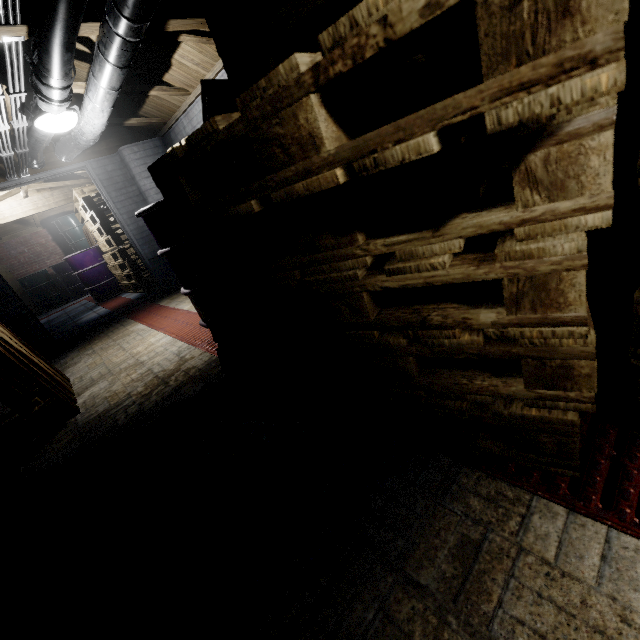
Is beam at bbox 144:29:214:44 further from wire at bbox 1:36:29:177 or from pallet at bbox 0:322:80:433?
pallet at bbox 0:322:80:433

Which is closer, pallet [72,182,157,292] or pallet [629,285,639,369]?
pallet [629,285,639,369]

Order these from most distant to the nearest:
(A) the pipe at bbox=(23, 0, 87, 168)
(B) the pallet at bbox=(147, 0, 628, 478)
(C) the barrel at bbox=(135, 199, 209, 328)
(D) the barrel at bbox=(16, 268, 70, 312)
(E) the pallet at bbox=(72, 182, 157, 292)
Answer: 1. (D) the barrel at bbox=(16, 268, 70, 312)
2. (E) the pallet at bbox=(72, 182, 157, 292)
3. (C) the barrel at bbox=(135, 199, 209, 328)
4. (A) the pipe at bbox=(23, 0, 87, 168)
5. (B) the pallet at bbox=(147, 0, 628, 478)

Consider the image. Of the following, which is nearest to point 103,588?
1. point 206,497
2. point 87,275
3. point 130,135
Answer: point 206,497

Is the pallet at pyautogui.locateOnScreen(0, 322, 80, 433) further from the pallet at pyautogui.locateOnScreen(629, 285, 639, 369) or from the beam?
the beam

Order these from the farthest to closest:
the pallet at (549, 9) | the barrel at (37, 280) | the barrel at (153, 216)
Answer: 1. the barrel at (37, 280)
2. the barrel at (153, 216)
3. the pallet at (549, 9)

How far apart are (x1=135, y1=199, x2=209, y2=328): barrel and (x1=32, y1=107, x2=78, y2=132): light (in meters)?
0.89

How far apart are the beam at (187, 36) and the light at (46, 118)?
0.7 meters
